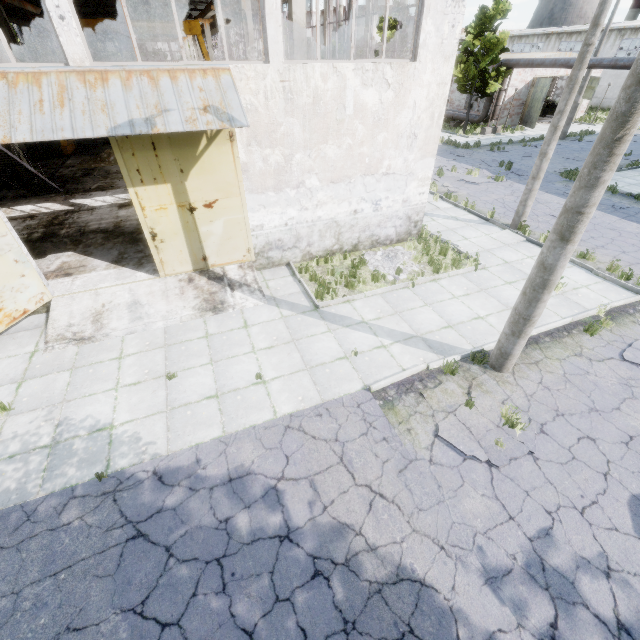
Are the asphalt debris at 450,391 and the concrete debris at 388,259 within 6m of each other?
yes

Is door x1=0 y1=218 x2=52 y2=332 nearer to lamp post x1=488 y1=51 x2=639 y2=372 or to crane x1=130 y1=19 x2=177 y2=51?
lamp post x1=488 y1=51 x2=639 y2=372

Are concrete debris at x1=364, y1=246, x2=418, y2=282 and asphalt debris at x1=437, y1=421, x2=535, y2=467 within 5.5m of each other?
yes

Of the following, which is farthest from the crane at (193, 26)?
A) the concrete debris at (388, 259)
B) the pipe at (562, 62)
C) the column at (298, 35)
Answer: the pipe at (562, 62)

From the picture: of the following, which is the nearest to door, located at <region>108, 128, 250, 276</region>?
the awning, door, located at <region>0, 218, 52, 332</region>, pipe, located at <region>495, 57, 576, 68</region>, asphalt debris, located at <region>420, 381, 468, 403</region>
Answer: the awning

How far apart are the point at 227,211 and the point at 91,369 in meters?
5.3 m

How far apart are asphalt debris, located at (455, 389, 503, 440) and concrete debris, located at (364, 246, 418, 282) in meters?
4.1

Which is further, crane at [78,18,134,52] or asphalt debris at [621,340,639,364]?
crane at [78,18,134,52]
